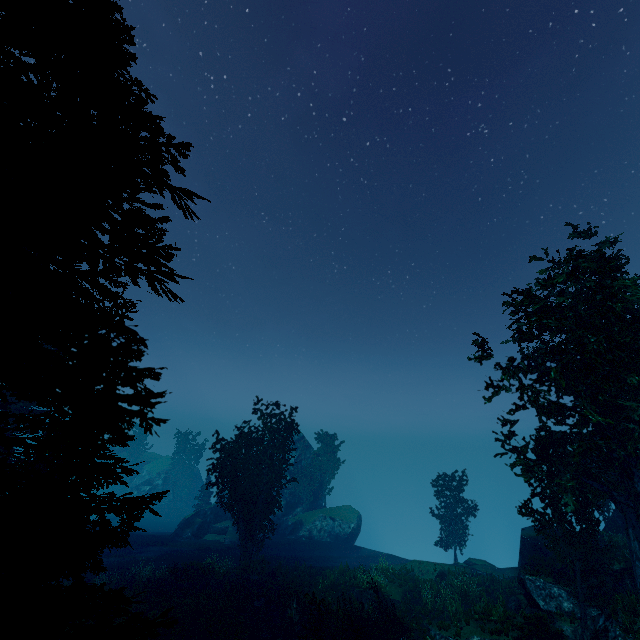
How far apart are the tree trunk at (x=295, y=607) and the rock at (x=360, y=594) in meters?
3.5 m

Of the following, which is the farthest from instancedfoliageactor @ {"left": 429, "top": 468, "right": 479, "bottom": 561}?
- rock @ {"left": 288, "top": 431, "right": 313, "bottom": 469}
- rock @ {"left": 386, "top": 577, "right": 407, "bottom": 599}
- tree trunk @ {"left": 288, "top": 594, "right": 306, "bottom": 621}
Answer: rock @ {"left": 386, "top": 577, "right": 407, "bottom": 599}

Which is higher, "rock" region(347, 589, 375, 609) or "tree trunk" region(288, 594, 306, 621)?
"rock" region(347, 589, 375, 609)

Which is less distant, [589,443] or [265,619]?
[589,443]

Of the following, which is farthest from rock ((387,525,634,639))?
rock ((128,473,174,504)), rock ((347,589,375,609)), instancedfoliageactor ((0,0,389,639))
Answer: rock ((128,473,174,504))

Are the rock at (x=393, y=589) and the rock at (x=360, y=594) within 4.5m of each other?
yes

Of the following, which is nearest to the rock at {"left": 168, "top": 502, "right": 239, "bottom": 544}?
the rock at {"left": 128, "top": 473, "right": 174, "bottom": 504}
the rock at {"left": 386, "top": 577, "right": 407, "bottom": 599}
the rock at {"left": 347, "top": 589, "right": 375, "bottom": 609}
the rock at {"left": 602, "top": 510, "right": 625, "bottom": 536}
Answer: the rock at {"left": 128, "top": 473, "right": 174, "bottom": 504}

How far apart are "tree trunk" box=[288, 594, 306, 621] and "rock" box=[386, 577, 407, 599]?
5.96m
